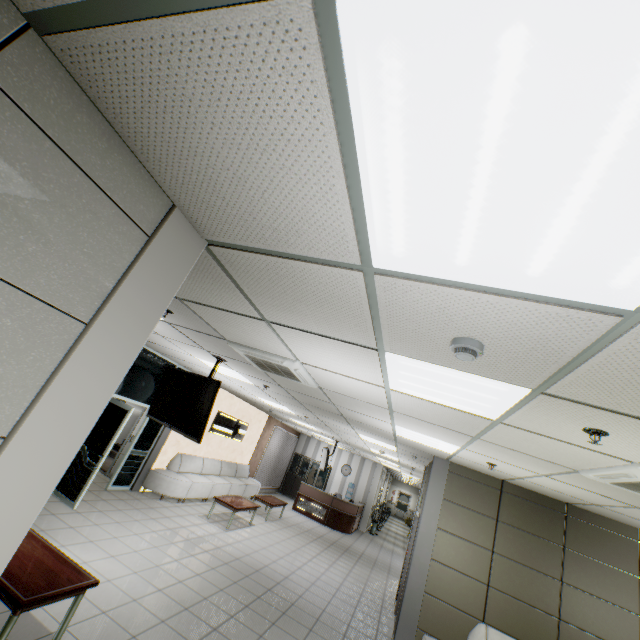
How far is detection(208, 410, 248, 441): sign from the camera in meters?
10.9

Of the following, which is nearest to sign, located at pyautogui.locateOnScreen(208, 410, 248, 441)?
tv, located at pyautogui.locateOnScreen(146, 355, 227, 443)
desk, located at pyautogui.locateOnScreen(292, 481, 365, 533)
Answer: desk, located at pyautogui.locateOnScreen(292, 481, 365, 533)

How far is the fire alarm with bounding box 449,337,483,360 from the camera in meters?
1.7

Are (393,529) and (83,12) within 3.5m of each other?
no

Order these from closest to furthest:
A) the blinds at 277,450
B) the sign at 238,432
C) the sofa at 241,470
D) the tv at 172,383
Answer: the tv at 172,383, the sofa at 241,470, the sign at 238,432, the blinds at 277,450

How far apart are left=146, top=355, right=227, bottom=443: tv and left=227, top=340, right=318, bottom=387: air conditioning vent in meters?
0.5 m

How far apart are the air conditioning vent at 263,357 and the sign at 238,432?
7.07m

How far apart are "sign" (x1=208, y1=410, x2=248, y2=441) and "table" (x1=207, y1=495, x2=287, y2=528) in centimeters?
212cm
